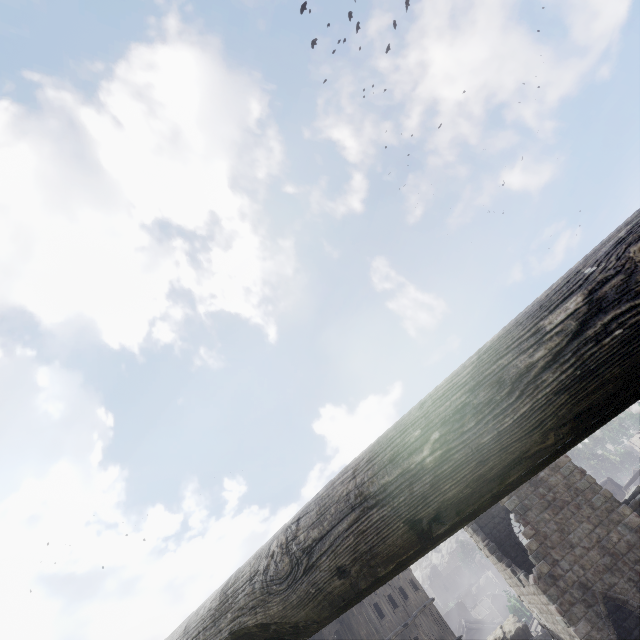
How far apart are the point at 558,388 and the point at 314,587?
1.3 meters
